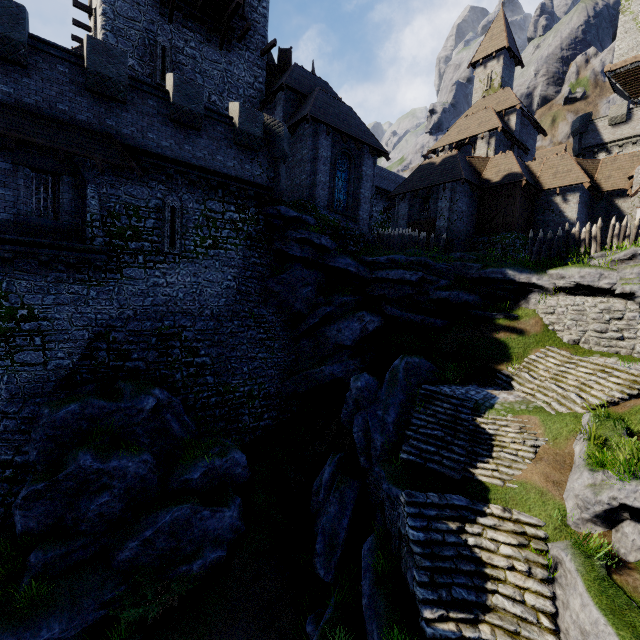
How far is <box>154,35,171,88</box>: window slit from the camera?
18.48m

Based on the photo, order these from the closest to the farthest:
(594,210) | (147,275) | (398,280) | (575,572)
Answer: (575,572)
(147,275)
(398,280)
(594,210)

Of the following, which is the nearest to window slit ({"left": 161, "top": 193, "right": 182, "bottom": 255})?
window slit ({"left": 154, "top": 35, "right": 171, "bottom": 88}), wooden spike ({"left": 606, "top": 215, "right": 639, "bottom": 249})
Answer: window slit ({"left": 154, "top": 35, "right": 171, "bottom": 88})

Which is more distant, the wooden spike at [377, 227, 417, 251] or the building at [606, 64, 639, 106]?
the building at [606, 64, 639, 106]

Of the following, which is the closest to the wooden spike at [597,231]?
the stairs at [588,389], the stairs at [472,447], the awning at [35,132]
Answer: the stairs at [588,389]

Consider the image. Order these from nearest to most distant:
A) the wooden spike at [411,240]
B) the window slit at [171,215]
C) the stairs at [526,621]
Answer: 1. the stairs at [526,621]
2. the window slit at [171,215]
3. the wooden spike at [411,240]

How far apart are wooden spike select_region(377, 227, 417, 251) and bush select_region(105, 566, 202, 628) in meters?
20.1

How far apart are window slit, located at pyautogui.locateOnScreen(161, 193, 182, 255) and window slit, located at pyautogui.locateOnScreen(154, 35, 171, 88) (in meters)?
8.90
